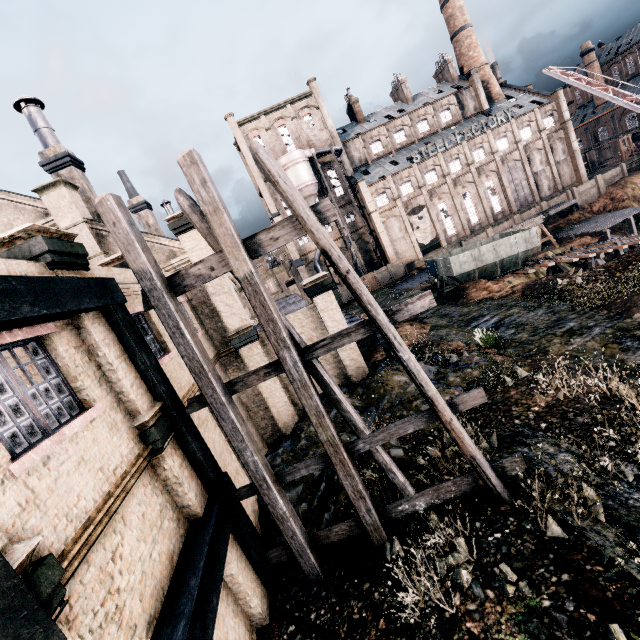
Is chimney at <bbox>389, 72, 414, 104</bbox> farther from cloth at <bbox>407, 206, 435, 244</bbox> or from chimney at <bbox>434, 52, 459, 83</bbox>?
cloth at <bbox>407, 206, 435, 244</bbox>

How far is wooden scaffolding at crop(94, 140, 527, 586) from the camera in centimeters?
681cm

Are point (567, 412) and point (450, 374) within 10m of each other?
yes

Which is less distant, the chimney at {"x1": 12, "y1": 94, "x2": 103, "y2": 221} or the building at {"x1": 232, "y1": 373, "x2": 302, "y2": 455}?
the building at {"x1": 232, "y1": 373, "x2": 302, "y2": 455}

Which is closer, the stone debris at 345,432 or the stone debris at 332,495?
the stone debris at 332,495

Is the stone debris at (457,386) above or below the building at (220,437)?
below

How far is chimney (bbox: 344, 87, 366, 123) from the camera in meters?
55.1

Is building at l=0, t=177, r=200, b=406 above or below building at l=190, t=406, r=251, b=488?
above
